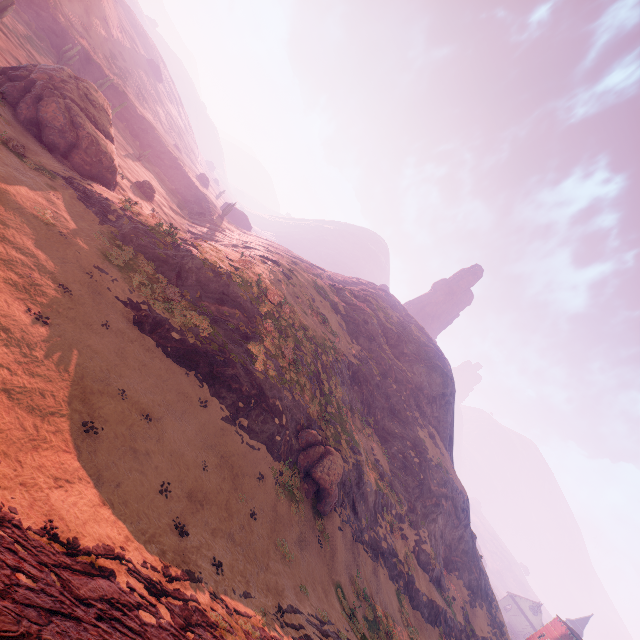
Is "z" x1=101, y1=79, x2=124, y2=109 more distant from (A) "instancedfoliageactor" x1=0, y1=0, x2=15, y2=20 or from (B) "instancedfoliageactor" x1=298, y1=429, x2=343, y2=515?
(B) "instancedfoliageactor" x1=298, y1=429, x2=343, y2=515

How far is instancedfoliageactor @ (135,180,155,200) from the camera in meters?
40.0

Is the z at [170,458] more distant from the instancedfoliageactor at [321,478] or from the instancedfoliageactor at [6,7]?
the instancedfoliageactor at [6,7]

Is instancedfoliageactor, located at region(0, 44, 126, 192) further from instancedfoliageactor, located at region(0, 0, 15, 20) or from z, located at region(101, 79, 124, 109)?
z, located at region(101, 79, 124, 109)

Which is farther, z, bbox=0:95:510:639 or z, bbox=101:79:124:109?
z, bbox=101:79:124:109

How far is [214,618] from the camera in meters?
9.1

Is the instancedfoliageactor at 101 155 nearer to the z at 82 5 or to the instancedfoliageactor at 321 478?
the instancedfoliageactor at 321 478

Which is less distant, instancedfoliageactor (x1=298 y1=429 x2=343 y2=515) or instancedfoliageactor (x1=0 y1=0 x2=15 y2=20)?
instancedfoliageactor (x1=298 y1=429 x2=343 y2=515)
